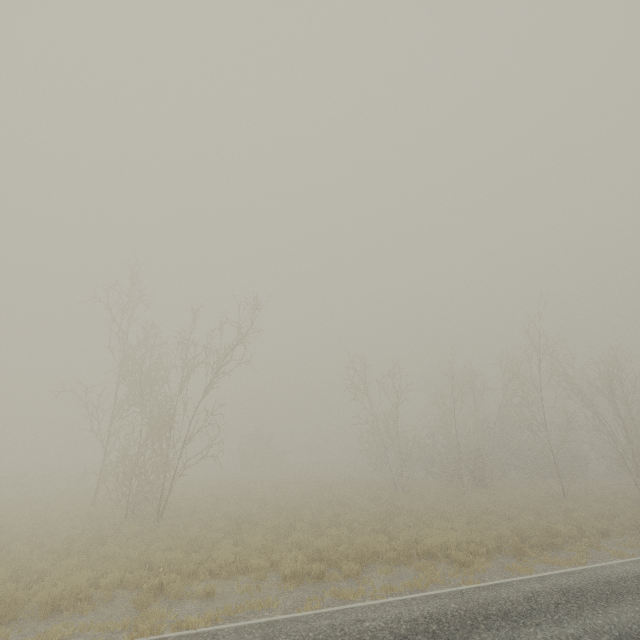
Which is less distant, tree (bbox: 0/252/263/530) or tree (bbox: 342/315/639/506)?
tree (bbox: 0/252/263/530)

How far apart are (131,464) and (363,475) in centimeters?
2957cm

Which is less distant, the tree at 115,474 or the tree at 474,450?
the tree at 115,474
